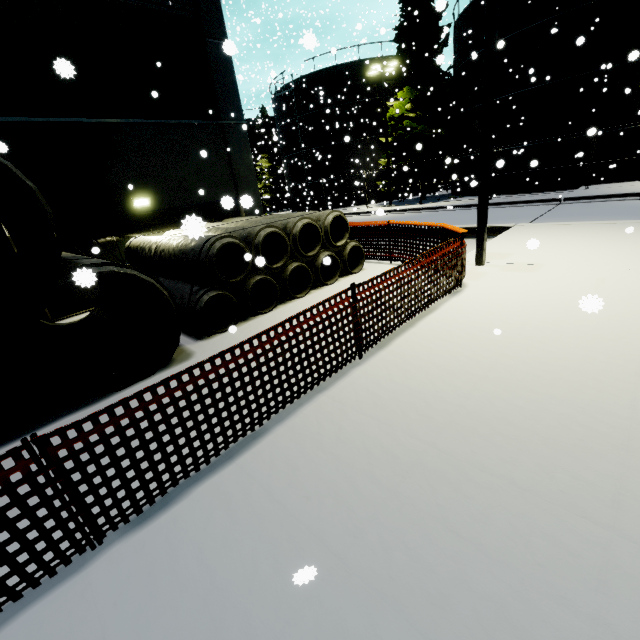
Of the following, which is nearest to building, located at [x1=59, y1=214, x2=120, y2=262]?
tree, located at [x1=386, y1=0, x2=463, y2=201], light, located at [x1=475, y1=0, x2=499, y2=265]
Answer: tree, located at [x1=386, y1=0, x2=463, y2=201]

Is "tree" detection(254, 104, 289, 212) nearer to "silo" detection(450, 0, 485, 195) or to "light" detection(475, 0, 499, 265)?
"silo" detection(450, 0, 485, 195)

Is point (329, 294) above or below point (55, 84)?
below

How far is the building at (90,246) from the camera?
9.1 meters

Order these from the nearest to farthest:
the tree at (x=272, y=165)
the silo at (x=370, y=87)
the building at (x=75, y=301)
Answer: the building at (x=75, y=301), the silo at (x=370, y=87), the tree at (x=272, y=165)

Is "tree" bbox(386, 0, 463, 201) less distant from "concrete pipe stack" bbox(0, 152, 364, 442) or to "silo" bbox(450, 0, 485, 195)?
"silo" bbox(450, 0, 485, 195)

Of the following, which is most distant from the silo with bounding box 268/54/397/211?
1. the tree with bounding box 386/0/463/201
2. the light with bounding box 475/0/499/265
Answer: the light with bounding box 475/0/499/265

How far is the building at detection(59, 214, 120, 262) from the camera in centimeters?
913cm
